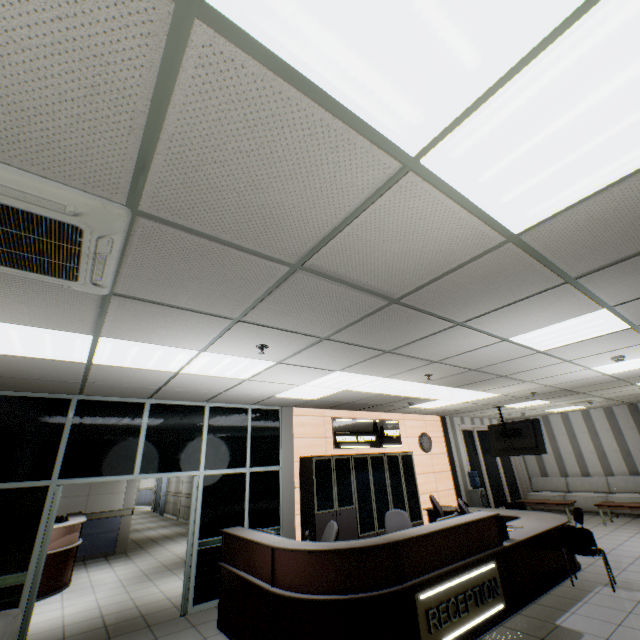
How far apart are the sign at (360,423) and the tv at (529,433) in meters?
2.5

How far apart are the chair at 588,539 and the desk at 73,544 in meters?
9.4

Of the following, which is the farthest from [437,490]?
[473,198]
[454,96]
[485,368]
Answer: [454,96]

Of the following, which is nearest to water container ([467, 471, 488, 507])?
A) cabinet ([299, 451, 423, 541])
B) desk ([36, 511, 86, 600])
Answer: cabinet ([299, 451, 423, 541])

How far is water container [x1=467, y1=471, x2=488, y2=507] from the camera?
9.7 meters

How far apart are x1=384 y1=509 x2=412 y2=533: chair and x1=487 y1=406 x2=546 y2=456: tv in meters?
4.1

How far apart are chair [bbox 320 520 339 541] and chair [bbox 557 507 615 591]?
3.8m

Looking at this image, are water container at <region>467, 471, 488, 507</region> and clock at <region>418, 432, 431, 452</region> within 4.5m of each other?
yes
